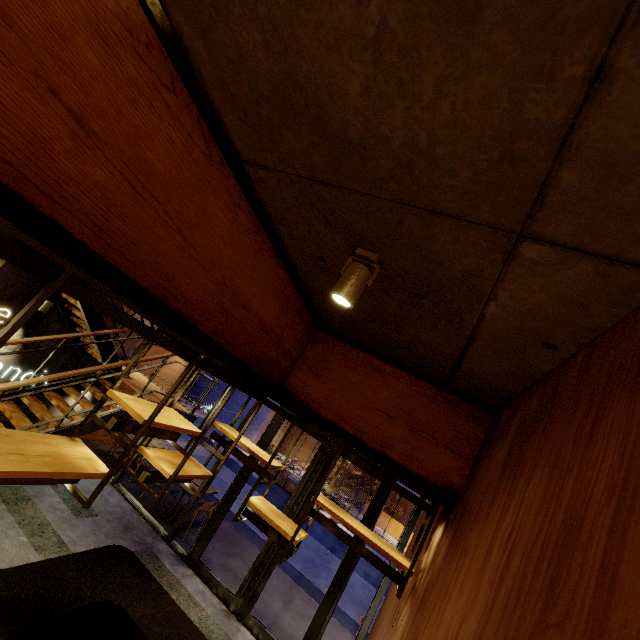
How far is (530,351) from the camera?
1.9 meters

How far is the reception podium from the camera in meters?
24.1 m

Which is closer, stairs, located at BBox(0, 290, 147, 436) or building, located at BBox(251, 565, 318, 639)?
stairs, located at BBox(0, 290, 147, 436)

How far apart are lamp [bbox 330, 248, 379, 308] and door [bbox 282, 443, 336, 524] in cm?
548

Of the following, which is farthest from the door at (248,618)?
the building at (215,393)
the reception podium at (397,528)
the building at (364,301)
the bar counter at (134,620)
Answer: the reception podium at (397,528)

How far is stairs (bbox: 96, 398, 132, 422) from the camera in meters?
5.5 m

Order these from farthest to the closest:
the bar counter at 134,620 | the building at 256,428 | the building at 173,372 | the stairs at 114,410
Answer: the building at 256,428
the building at 173,372
the stairs at 114,410
the bar counter at 134,620

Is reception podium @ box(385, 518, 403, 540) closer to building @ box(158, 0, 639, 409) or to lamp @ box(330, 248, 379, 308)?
building @ box(158, 0, 639, 409)
